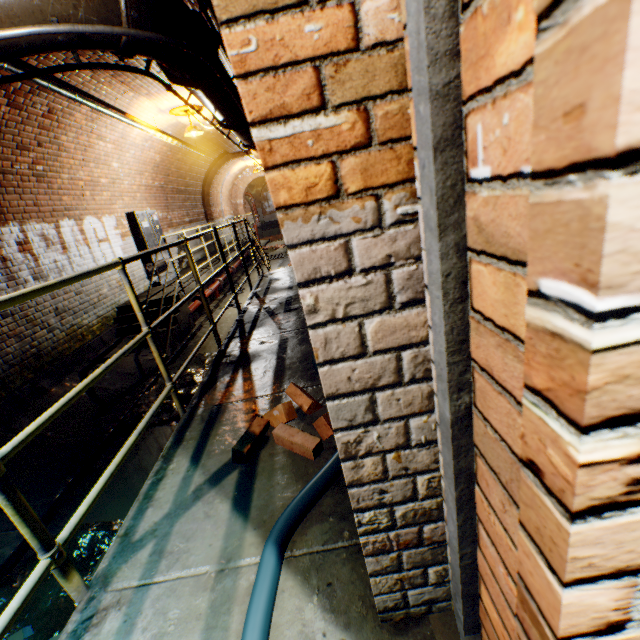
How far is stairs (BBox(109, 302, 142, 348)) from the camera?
6.45m

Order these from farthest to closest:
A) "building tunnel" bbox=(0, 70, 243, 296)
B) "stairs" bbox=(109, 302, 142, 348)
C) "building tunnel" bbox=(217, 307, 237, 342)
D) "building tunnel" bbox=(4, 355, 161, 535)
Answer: "building tunnel" bbox=(217, 307, 237, 342) → "stairs" bbox=(109, 302, 142, 348) → "building tunnel" bbox=(0, 70, 243, 296) → "building tunnel" bbox=(4, 355, 161, 535)

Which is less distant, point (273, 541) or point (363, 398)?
point (363, 398)

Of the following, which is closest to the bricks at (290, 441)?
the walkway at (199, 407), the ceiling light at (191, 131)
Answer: the walkway at (199, 407)

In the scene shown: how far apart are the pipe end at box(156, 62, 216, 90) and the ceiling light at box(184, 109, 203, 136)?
4.9 meters

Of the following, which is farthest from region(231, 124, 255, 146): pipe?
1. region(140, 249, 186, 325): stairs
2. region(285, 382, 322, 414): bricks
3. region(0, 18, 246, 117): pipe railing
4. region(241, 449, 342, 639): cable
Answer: region(285, 382, 322, 414): bricks

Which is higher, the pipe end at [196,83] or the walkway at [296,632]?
the pipe end at [196,83]

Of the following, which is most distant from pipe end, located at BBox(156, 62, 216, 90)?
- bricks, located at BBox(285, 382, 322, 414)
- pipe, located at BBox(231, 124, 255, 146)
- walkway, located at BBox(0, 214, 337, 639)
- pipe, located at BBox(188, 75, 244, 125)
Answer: bricks, located at BBox(285, 382, 322, 414)
